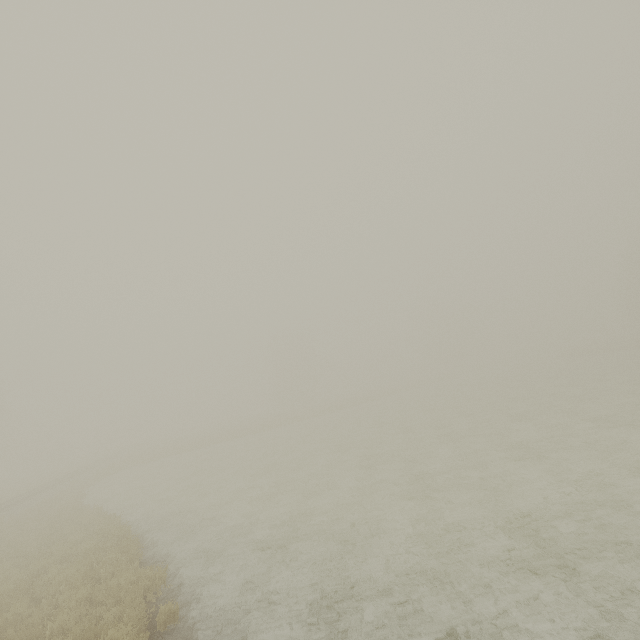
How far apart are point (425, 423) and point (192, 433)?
Result: 46.40m
